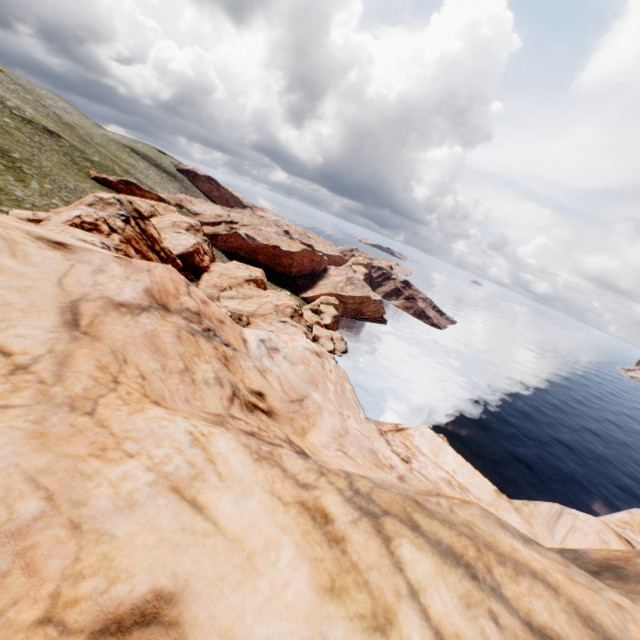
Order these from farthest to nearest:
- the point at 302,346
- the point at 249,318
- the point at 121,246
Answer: the point at 249,318 < the point at 121,246 < the point at 302,346
